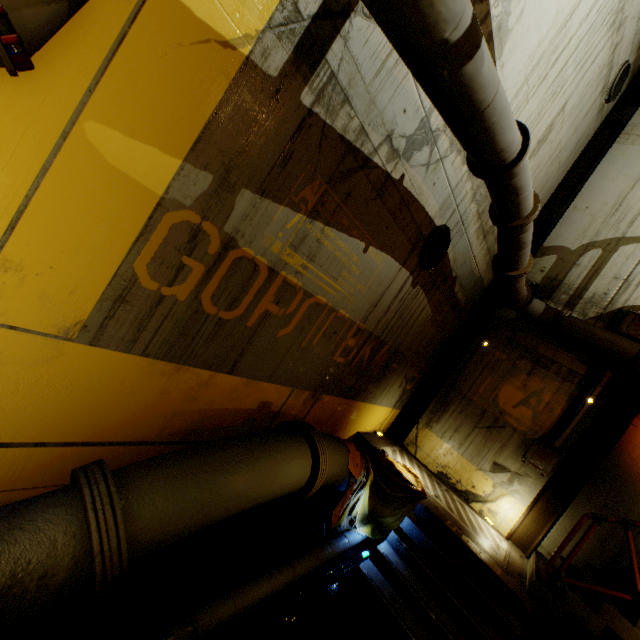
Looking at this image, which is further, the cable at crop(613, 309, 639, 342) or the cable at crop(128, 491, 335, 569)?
the cable at crop(613, 309, 639, 342)

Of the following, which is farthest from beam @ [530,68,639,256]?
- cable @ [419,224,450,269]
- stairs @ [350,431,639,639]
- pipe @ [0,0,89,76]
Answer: cable @ [419,224,450,269]

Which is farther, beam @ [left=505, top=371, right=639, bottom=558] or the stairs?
beam @ [left=505, top=371, right=639, bottom=558]

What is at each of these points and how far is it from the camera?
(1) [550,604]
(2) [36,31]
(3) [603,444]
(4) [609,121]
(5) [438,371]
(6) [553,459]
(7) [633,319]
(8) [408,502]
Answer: (1) stairs, 5.11m
(2) pipe, 1.51m
(3) beam, 6.72m
(4) beam, 8.48m
(5) beam, 8.76m
(6) cable, 6.96m
(7) cable, 6.93m
(8) cloth, 6.53m

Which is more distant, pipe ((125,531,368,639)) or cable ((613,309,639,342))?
cable ((613,309,639,342))

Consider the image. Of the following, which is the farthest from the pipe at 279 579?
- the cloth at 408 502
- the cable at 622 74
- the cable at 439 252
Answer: the cable at 622 74

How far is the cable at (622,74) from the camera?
7.4m

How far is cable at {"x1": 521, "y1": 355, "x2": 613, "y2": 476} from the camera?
7.0m
